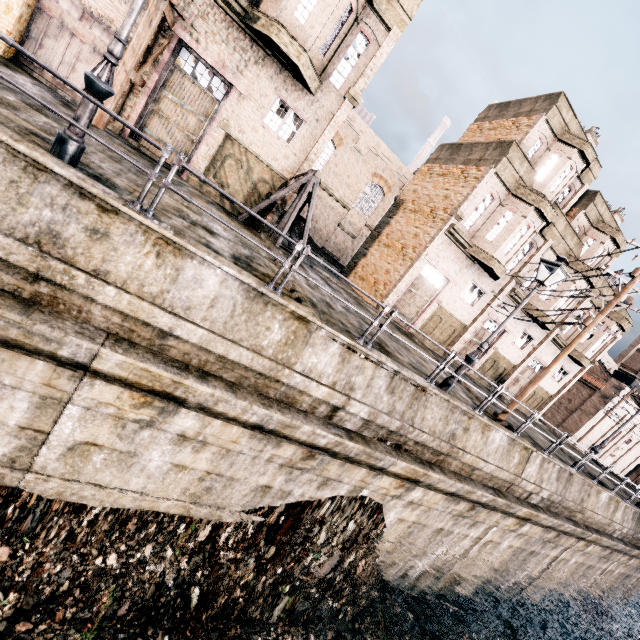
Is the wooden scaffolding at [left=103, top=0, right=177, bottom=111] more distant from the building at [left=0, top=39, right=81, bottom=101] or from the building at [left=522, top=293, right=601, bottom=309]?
the building at [left=522, top=293, right=601, bottom=309]

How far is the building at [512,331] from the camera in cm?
2561

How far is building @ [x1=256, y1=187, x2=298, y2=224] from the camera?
16.1 meters

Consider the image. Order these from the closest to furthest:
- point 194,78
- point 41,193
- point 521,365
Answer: point 41,193, point 194,78, point 521,365

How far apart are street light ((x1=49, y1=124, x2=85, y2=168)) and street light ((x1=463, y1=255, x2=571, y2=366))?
11.34m

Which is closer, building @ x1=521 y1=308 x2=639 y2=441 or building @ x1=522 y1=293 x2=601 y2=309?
building @ x1=522 y1=293 x2=601 y2=309

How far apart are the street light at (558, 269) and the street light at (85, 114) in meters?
11.3

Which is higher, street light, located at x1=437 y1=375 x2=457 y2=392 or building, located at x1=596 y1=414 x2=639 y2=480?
building, located at x1=596 y1=414 x2=639 y2=480
